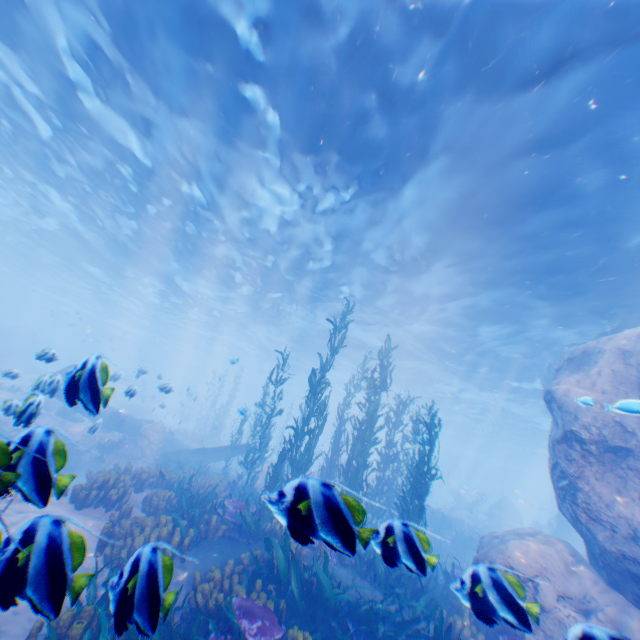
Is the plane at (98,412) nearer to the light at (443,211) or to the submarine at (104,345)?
the submarine at (104,345)

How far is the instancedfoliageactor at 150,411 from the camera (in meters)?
31.27

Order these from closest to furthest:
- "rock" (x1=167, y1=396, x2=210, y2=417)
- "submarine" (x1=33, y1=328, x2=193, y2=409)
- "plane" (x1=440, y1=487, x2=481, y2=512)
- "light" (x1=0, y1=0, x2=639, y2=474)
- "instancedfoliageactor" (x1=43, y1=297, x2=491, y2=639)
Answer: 1. "instancedfoliageactor" (x1=43, y1=297, x2=491, y2=639)
2. "submarine" (x1=33, y1=328, x2=193, y2=409)
3. "light" (x1=0, y1=0, x2=639, y2=474)
4. "plane" (x1=440, y1=487, x2=481, y2=512)
5. "rock" (x1=167, y1=396, x2=210, y2=417)

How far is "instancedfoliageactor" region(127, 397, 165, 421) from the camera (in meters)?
31.27

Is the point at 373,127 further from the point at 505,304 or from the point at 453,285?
the point at 505,304

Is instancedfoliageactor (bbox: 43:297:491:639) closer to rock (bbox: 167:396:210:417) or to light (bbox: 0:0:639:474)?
rock (bbox: 167:396:210:417)

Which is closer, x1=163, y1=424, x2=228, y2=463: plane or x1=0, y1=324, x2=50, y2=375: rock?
x1=163, y1=424, x2=228, y2=463: plane
